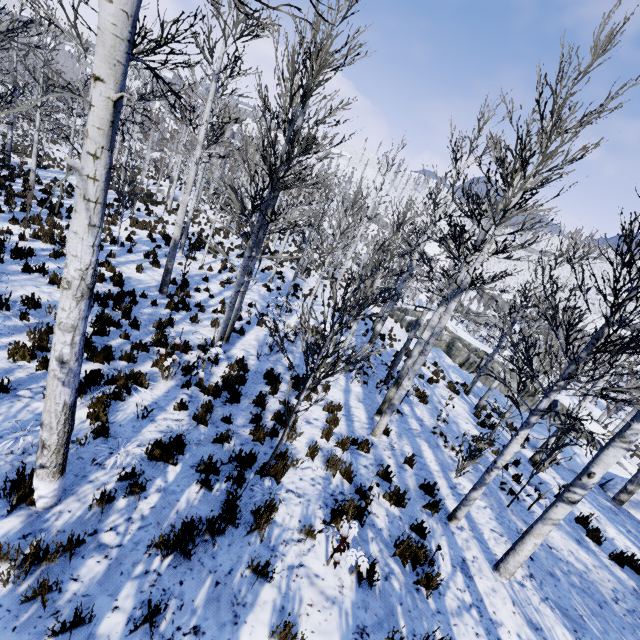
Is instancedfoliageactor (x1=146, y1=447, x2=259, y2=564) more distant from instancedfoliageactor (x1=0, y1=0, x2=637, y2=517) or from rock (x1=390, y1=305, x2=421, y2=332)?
instancedfoliageactor (x1=0, y1=0, x2=637, y2=517)

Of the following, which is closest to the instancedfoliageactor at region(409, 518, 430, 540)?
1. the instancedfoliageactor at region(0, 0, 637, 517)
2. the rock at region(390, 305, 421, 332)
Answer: the rock at region(390, 305, 421, 332)

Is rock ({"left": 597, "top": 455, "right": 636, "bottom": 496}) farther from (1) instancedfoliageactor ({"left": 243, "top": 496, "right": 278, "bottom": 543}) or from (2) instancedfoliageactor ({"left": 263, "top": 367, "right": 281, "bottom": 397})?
(2) instancedfoliageactor ({"left": 263, "top": 367, "right": 281, "bottom": 397})

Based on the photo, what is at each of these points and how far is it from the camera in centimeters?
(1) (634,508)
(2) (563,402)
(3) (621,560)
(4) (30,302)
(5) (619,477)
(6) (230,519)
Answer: (1) rock, 1126cm
(2) rock, 2066cm
(3) instancedfoliageactor, 695cm
(4) instancedfoliageactor, 734cm
(5) rock, 1254cm
(6) instancedfoliageactor, 394cm

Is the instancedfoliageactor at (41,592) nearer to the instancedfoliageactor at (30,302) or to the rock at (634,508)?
the rock at (634,508)

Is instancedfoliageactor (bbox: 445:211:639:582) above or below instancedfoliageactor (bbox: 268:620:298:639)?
below

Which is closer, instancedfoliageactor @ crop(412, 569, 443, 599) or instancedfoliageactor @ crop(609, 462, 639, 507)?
instancedfoliageactor @ crop(412, 569, 443, 599)
